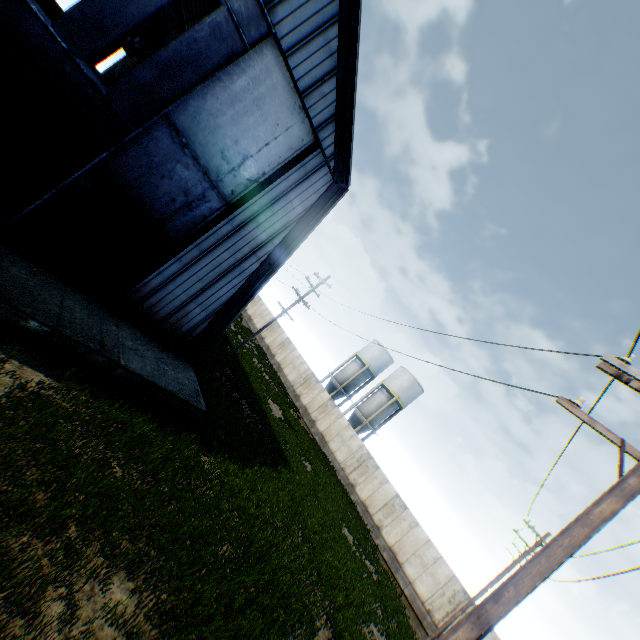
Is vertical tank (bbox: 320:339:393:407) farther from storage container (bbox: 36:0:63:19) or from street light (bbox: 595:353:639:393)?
storage container (bbox: 36:0:63:19)

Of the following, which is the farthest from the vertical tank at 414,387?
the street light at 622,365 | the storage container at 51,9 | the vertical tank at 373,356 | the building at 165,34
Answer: the storage container at 51,9

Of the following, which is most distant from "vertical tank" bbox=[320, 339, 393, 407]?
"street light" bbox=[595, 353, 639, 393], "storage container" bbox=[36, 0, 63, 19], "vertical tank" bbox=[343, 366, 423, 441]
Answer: "storage container" bbox=[36, 0, 63, 19]

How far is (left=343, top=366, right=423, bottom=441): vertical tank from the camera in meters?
37.4

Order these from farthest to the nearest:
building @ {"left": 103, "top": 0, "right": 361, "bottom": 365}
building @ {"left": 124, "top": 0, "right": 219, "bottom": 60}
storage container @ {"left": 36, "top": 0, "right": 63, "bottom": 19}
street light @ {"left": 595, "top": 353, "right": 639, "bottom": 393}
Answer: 1. building @ {"left": 124, "top": 0, "right": 219, "bottom": 60}
2. storage container @ {"left": 36, "top": 0, "right": 63, "bottom": 19}
3. building @ {"left": 103, "top": 0, "right": 361, "bottom": 365}
4. street light @ {"left": 595, "top": 353, "right": 639, "bottom": 393}

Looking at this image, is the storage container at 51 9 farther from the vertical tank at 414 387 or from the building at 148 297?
the vertical tank at 414 387

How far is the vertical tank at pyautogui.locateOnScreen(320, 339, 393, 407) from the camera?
41.4m

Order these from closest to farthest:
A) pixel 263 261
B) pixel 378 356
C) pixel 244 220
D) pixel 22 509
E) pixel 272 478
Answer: pixel 22 509, pixel 244 220, pixel 263 261, pixel 272 478, pixel 378 356
